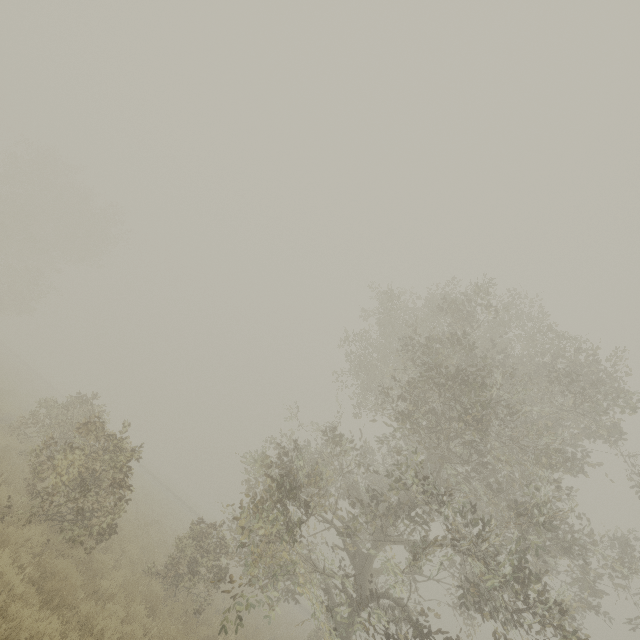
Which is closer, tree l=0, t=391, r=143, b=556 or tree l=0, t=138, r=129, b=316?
tree l=0, t=391, r=143, b=556

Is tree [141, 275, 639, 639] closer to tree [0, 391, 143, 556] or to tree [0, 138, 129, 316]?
tree [0, 391, 143, 556]

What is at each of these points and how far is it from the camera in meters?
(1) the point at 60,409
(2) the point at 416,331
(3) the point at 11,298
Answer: (1) tree, 13.7
(2) tree, 11.1
(3) tree, 34.2

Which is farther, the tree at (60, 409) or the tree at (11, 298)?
the tree at (11, 298)

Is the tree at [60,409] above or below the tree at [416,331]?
below

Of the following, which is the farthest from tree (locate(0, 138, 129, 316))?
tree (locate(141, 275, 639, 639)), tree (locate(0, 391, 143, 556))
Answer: tree (locate(141, 275, 639, 639))
